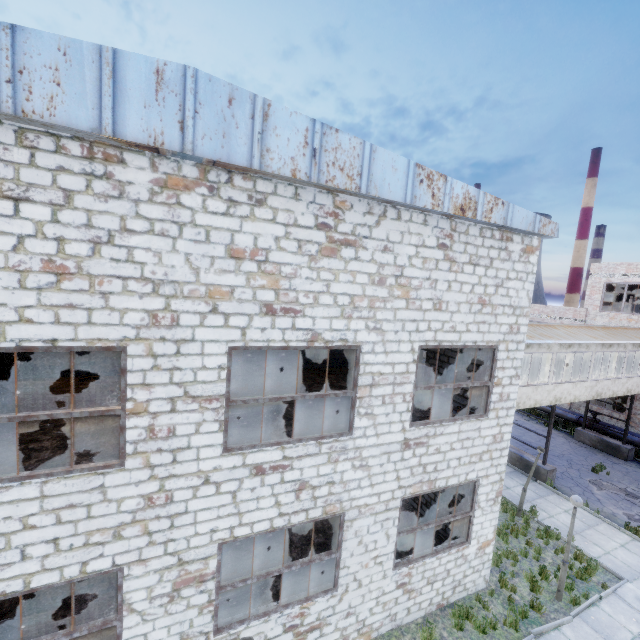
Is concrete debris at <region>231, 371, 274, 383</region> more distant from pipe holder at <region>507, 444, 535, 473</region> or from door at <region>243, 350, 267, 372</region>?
pipe holder at <region>507, 444, 535, 473</region>

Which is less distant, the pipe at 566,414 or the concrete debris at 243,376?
the concrete debris at 243,376

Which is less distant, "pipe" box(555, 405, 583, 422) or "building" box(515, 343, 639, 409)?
"building" box(515, 343, 639, 409)

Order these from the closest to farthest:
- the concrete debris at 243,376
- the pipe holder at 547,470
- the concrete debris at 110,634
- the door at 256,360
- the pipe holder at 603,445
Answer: the concrete debris at 110,634 → the concrete debris at 243,376 → the door at 256,360 → the pipe holder at 547,470 → the pipe holder at 603,445

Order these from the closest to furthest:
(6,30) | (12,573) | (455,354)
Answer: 1. (6,30)
2. (12,573)
3. (455,354)

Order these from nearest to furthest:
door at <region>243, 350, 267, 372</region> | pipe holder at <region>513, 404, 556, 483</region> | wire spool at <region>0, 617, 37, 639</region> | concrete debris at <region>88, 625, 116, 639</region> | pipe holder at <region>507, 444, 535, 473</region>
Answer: wire spool at <region>0, 617, 37, 639</region>, concrete debris at <region>88, 625, 116, 639</region>, door at <region>243, 350, 267, 372</region>, pipe holder at <region>513, 404, 556, 483</region>, pipe holder at <region>507, 444, 535, 473</region>

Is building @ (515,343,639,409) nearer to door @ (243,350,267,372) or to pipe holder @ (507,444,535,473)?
pipe holder @ (507,444,535,473)

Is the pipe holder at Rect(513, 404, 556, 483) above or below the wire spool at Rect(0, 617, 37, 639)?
below
